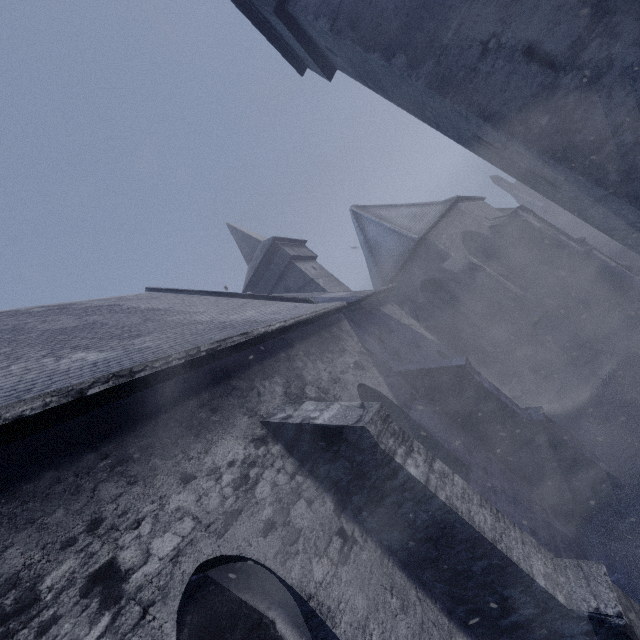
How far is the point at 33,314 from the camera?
7.7 meters
